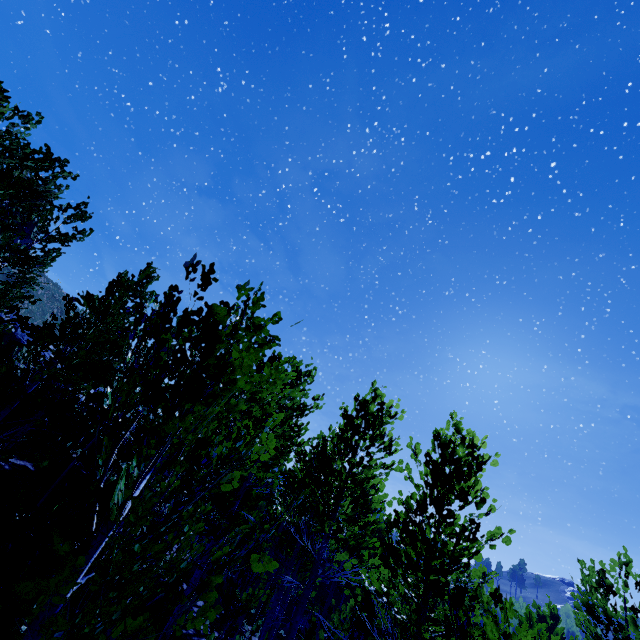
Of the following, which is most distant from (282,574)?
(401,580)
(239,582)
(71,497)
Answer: (239,582)
